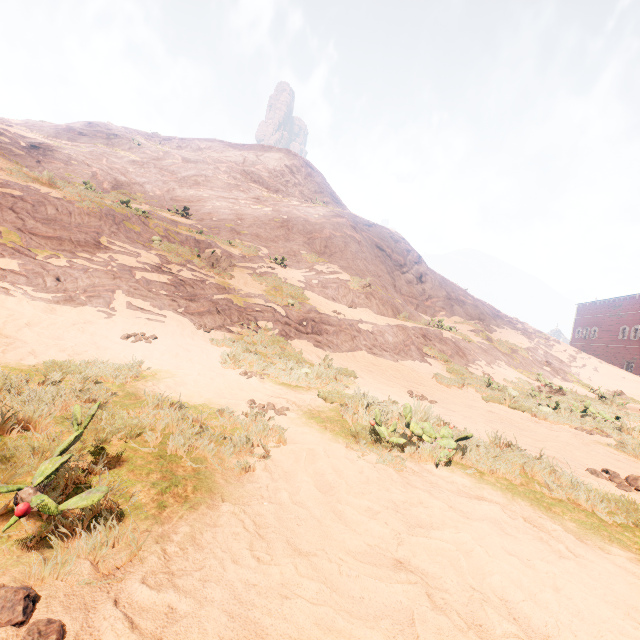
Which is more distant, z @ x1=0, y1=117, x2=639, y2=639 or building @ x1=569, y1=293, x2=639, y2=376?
building @ x1=569, y1=293, x2=639, y2=376

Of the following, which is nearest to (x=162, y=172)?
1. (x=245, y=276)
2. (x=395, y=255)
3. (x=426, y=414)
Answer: (x=245, y=276)

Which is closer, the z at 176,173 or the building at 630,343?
the z at 176,173
